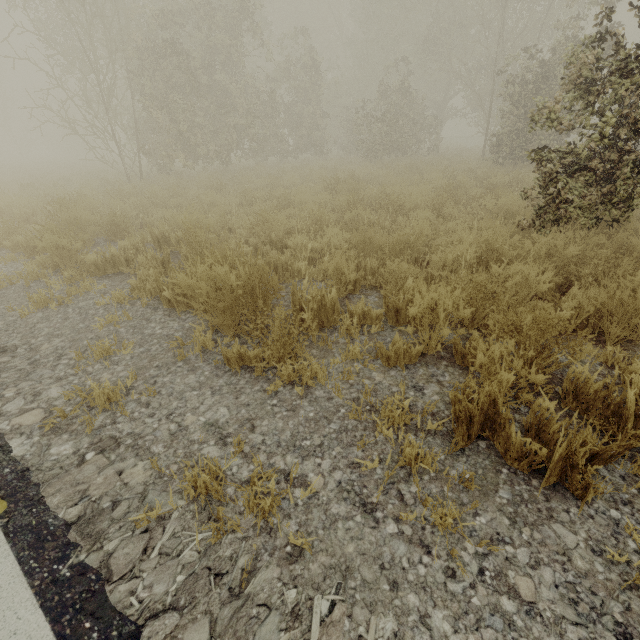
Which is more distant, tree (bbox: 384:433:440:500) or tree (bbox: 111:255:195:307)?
tree (bbox: 111:255:195:307)

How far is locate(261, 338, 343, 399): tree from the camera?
2.4 meters

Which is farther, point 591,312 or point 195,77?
point 195,77

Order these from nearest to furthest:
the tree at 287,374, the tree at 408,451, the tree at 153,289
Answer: the tree at 408,451, the tree at 287,374, the tree at 153,289

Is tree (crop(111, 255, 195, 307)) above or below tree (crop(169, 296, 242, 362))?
below

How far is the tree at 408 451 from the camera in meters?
1.7 m
